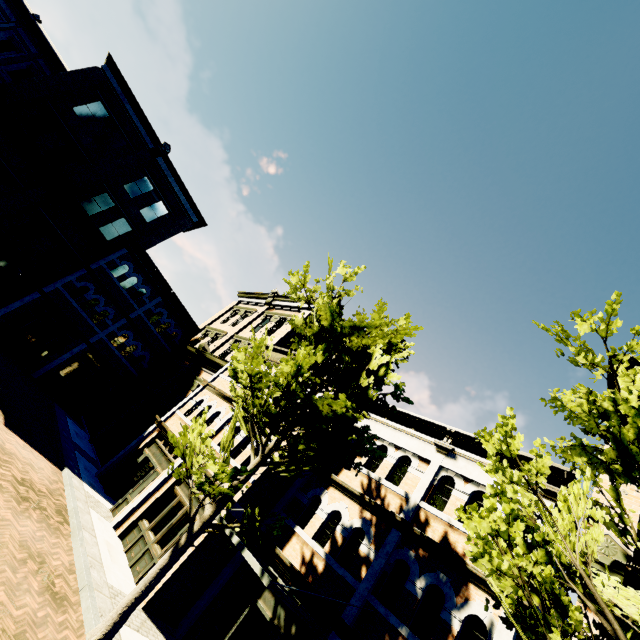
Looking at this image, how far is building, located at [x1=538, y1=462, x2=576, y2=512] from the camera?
8.4 meters

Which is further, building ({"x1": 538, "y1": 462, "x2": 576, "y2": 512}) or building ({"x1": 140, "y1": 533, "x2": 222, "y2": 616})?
building ({"x1": 140, "y1": 533, "x2": 222, "y2": 616})

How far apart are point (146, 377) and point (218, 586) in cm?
1727

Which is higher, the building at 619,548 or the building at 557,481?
the building at 557,481

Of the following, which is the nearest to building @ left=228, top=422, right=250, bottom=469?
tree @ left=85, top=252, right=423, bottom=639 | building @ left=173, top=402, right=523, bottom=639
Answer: building @ left=173, top=402, right=523, bottom=639

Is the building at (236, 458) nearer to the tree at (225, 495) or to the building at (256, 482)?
the building at (256, 482)

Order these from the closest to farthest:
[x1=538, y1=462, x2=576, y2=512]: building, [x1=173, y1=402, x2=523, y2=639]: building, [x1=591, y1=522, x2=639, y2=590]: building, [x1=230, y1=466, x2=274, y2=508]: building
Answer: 1. [x1=591, y1=522, x2=639, y2=590]: building
2. [x1=173, y1=402, x2=523, y2=639]: building
3. [x1=538, y1=462, x2=576, y2=512]: building
4. [x1=230, y1=466, x2=274, y2=508]: building
